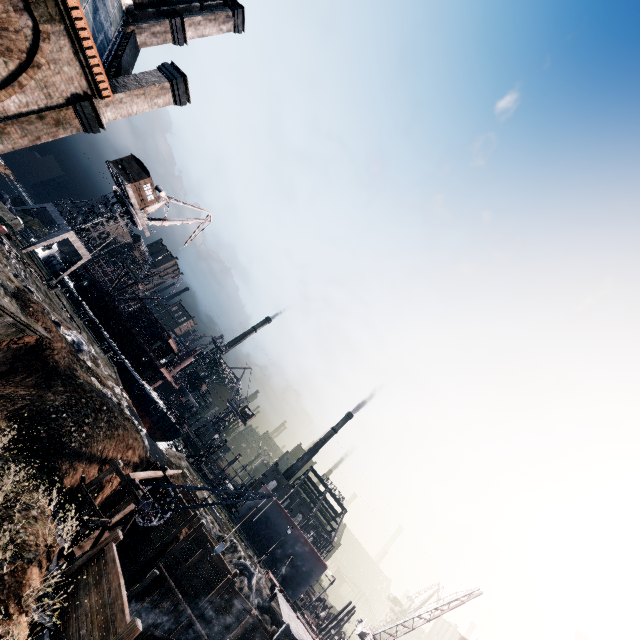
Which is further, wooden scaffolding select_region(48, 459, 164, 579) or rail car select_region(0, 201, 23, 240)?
rail car select_region(0, 201, 23, 240)

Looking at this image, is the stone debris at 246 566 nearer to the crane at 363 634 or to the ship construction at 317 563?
the crane at 363 634

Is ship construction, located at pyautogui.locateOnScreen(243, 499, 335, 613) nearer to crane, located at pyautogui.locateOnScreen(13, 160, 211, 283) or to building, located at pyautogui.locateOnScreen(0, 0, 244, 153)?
crane, located at pyautogui.locateOnScreen(13, 160, 211, 283)

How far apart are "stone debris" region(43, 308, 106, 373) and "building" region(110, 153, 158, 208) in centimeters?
2325cm

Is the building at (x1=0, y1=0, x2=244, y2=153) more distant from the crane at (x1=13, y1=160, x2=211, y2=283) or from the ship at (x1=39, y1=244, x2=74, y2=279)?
the ship at (x1=39, y1=244, x2=74, y2=279)

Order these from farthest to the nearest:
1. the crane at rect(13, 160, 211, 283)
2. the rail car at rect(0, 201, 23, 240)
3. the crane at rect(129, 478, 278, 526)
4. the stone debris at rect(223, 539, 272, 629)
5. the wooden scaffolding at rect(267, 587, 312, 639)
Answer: the crane at rect(13, 160, 211, 283)
the rail car at rect(0, 201, 23, 240)
the stone debris at rect(223, 539, 272, 629)
the wooden scaffolding at rect(267, 587, 312, 639)
the crane at rect(129, 478, 278, 526)

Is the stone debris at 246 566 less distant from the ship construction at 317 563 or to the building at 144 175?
the ship construction at 317 563

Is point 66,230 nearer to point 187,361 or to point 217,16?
point 187,361
